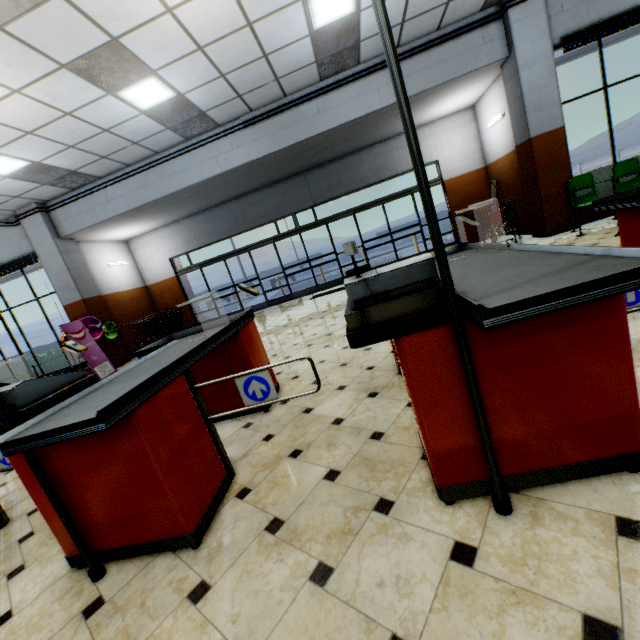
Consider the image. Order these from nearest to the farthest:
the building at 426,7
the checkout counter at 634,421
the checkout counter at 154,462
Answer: the checkout counter at 634,421 → the checkout counter at 154,462 → the building at 426,7

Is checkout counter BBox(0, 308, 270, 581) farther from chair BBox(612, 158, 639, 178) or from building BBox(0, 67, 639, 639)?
chair BBox(612, 158, 639, 178)

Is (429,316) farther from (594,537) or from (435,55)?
(435,55)

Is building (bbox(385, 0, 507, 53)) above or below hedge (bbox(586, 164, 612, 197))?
above

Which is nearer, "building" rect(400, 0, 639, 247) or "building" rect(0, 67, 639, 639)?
"building" rect(0, 67, 639, 639)

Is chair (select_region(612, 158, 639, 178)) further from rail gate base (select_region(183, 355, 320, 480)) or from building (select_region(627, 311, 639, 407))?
rail gate base (select_region(183, 355, 320, 480))

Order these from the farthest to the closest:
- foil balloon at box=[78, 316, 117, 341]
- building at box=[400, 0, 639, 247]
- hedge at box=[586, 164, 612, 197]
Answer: foil balloon at box=[78, 316, 117, 341] < hedge at box=[586, 164, 612, 197] < building at box=[400, 0, 639, 247]

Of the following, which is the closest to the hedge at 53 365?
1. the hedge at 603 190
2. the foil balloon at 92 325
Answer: the foil balloon at 92 325
